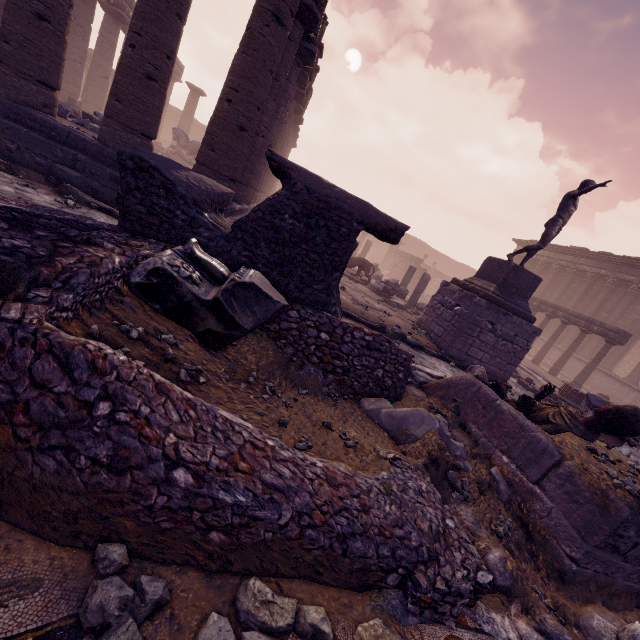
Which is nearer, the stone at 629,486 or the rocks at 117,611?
the rocks at 117,611

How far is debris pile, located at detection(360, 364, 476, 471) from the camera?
3.6 meters

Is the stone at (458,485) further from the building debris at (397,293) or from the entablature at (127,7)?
the entablature at (127,7)

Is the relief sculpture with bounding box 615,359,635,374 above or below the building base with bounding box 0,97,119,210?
above

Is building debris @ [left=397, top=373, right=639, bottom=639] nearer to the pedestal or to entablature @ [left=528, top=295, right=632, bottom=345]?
the pedestal

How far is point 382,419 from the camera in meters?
3.8

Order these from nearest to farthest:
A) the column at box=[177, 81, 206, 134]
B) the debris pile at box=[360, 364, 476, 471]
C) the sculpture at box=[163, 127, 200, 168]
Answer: the debris pile at box=[360, 364, 476, 471], the sculpture at box=[163, 127, 200, 168], the column at box=[177, 81, 206, 134]

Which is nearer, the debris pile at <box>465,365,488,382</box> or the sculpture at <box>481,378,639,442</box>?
the sculpture at <box>481,378,639,442</box>
